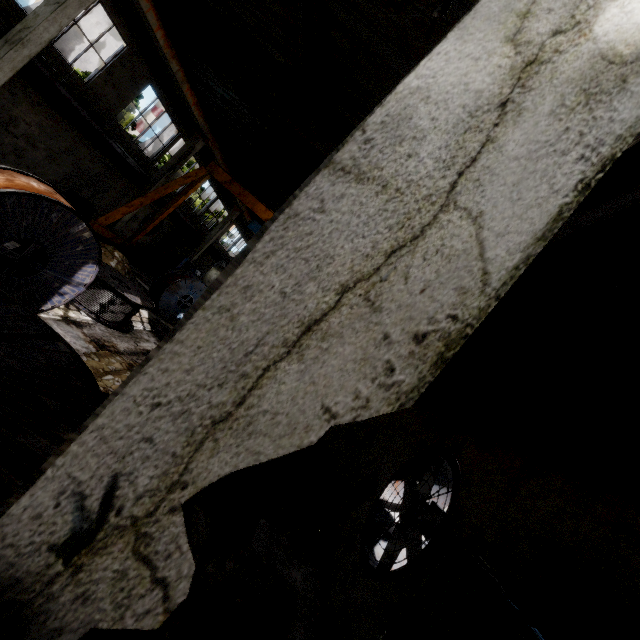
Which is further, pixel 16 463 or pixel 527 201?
pixel 16 463

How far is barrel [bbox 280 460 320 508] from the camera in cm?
745

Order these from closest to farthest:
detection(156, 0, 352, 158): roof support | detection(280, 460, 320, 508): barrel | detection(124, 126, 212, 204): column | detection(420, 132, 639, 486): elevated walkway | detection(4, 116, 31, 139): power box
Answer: detection(420, 132, 639, 486): elevated walkway → detection(280, 460, 320, 508): barrel → detection(156, 0, 352, 158): roof support → detection(4, 116, 31, 139): power box → detection(124, 126, 212, 204): column

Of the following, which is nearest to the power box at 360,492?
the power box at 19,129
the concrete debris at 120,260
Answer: the concrete debris at 120,260

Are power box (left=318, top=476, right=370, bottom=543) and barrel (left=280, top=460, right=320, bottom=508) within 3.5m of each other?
yes

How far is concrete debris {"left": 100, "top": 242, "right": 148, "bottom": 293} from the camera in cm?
1247

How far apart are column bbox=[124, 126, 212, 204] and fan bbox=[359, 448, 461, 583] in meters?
18.1

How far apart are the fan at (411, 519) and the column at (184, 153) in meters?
18.1
